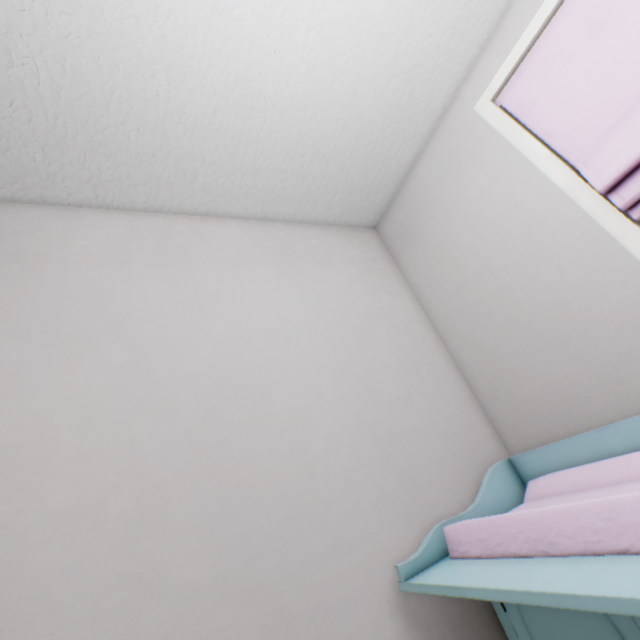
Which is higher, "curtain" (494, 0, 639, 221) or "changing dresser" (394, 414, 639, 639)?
"curtain" (494, 0, 639, 221)

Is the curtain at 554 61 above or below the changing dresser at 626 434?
above

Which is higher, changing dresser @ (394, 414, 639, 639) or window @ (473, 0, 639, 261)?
window @ (473, 0, 639, 261)

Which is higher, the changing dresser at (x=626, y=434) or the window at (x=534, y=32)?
the window at (x=534, y=32)

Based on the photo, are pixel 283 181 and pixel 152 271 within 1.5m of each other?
yes
